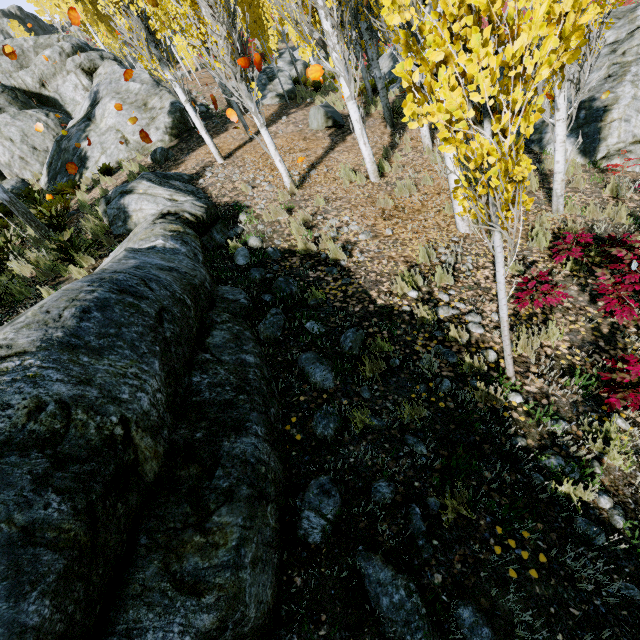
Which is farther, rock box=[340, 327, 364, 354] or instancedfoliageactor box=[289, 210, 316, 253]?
instancedfoliageactor box=[289, 210, 316, 253]

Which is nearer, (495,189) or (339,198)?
(495,189)

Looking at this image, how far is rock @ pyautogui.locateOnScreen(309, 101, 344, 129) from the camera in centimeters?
1205cm

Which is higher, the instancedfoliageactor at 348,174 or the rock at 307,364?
the rock at 307,364

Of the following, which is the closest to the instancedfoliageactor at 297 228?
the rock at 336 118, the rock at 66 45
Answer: the rock at 66 45

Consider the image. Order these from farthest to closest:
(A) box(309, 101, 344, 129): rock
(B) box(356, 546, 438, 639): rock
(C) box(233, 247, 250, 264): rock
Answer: (A) box(309, 101, 344, 129): rock < (C) box(233, 247, 250, 264): rock < (B) box(356, 546, 438, 639): rock

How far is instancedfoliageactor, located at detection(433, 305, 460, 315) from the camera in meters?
4.4

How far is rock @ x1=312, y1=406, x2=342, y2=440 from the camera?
3.0 meters
